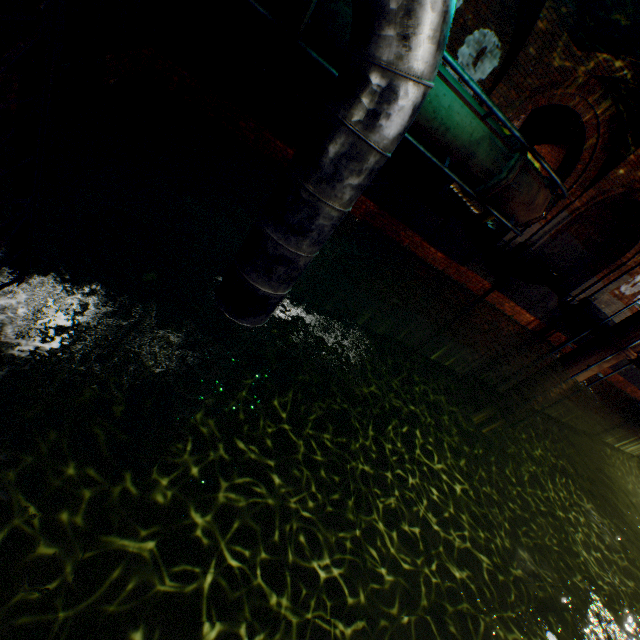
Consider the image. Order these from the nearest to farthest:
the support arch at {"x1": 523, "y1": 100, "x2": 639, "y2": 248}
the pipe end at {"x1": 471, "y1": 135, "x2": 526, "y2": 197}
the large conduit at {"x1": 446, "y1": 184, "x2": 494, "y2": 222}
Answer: the pipe end at {"x1": 471, "y1": 135, "x2": 526, "y2": 197}, the support arch at {"x1": 523, "y1": 100, "x2": 639, "y2": 248}, the large conduit at {"x1": 446, "y1": 184, "x2": 494, "y2": 222}

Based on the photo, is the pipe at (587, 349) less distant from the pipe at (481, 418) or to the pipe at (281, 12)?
the pipe at (481, 418)

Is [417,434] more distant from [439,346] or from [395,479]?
[439,346]

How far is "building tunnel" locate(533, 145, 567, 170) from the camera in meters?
15.7 m

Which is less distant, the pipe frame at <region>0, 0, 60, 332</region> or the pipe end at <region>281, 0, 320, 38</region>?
the pipe frame at <region>0, 0, 60, 332</region>

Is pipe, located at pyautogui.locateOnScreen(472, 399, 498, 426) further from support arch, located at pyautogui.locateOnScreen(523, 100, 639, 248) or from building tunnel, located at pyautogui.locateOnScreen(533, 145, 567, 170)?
support arch, located at pyautogui.locateOnScreen(523, 100, 639, 248)

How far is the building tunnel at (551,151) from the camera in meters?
15.7

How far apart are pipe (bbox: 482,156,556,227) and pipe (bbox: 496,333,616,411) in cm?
542
